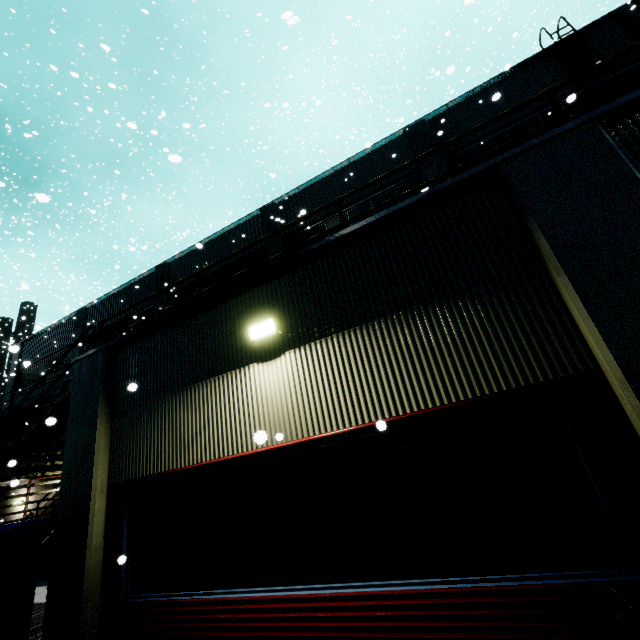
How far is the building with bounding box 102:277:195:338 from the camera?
18.4 meters

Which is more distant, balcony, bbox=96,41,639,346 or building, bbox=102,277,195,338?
building, bbox=102,277,195,338

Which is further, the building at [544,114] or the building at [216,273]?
the building at [216,273]

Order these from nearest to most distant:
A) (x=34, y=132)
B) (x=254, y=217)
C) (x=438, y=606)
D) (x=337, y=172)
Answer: (x=438, y=606) < (x=34, y=132) < (x=337, y=172) < (x=254, y=217)

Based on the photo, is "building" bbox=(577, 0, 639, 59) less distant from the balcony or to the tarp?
the balcony

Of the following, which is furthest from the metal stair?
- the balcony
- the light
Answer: the light

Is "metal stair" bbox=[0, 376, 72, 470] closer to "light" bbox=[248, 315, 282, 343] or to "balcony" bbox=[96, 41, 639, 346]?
"balcony" bbox=[96, 41, 639, 346]

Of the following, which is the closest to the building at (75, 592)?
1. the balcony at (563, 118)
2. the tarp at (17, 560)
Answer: the balcony at (563, 118)
